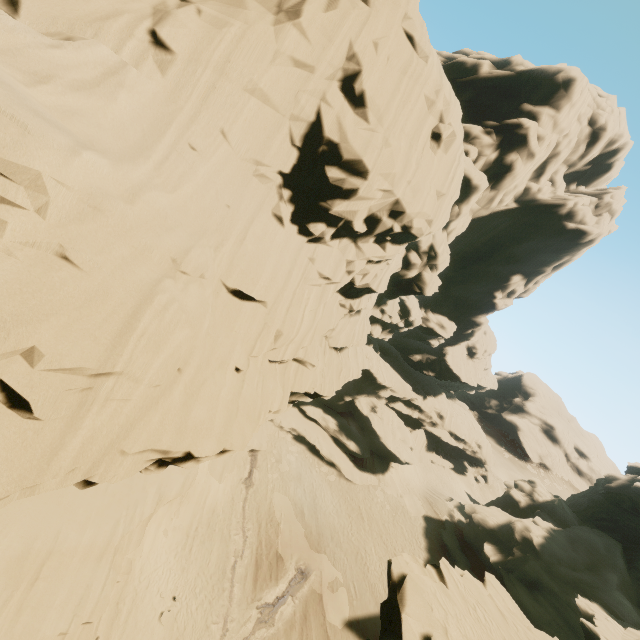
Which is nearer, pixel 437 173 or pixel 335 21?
pixel 335 21

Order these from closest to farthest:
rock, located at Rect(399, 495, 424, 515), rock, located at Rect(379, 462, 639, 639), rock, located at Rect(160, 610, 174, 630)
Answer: rock, located at Rect(379, 462, 639, 639), rock, located at Rect(160, 610, 174, 630), rock, located at Rect(399, 495, 424, 515)

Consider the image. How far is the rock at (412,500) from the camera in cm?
3428

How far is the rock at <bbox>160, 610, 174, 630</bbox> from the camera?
18.7m

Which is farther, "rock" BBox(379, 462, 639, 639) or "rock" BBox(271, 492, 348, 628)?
"rock" BBox(271, 492, 348, 628)

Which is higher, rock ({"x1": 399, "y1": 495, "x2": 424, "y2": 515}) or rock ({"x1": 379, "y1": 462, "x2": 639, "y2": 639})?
rock ({"x1": 379, "y1": 462, "x2": 639, "y2": 639})
